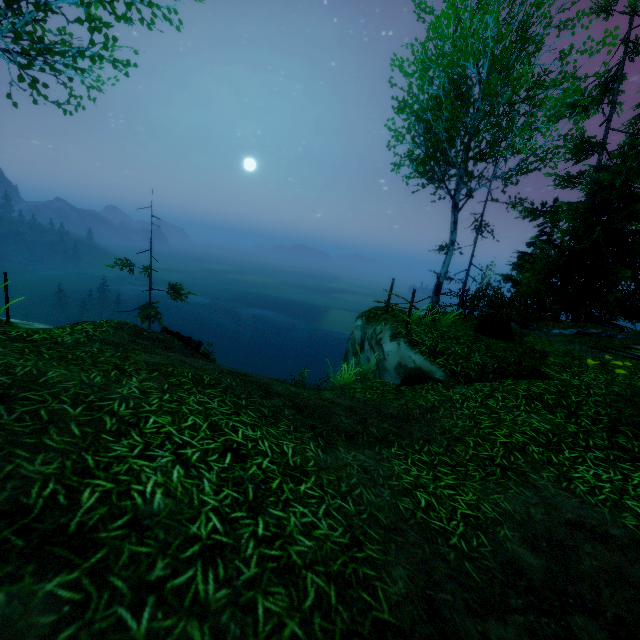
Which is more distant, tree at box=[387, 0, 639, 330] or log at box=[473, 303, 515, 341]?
log at box=[473, 303, 515, 341]

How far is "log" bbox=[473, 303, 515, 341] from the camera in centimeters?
962cm

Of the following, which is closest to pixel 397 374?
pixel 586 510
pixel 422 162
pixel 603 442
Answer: pixel 603 442

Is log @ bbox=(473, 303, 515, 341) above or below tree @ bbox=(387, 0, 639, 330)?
below

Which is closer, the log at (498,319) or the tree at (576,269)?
the tree at (576,269)

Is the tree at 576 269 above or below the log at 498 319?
above
